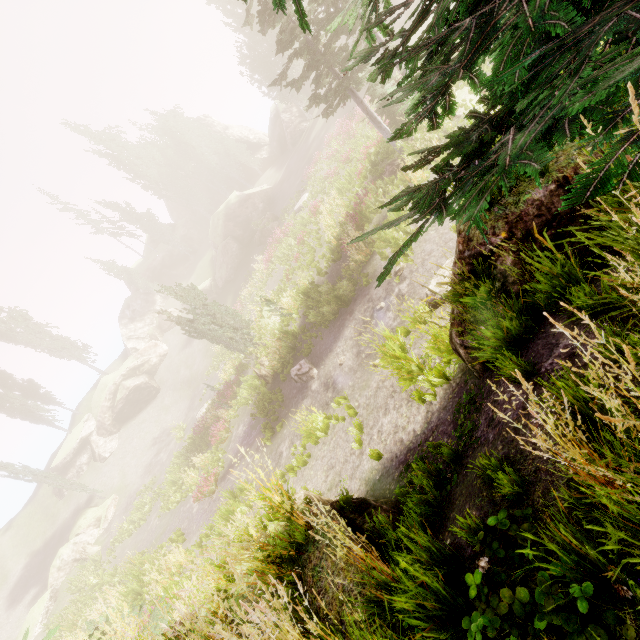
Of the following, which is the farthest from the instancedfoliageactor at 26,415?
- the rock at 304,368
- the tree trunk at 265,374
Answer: the tree trunk at 265,374

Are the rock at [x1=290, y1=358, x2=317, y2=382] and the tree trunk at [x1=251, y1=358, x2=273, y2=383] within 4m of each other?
yes

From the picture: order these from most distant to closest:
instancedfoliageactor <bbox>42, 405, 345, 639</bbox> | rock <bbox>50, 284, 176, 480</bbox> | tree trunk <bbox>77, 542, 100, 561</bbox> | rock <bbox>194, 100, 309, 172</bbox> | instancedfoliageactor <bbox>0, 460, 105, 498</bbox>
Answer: rock <bbox>194, 100, 309, 172</bbox>, rock <bbox>50, 284, 176, 480</bbox>, instancedfoliageactor <bbox>0, 460, 105, 498</bbox>, tree trunk <bbox>77, 542, 100, 561</bbox>, instancedfoliageactor <bbox>42, 405, 345, 639</bbox>

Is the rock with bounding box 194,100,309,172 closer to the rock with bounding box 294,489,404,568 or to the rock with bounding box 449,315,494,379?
the rock with bounding box 294,489,404,568

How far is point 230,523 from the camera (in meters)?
11.95

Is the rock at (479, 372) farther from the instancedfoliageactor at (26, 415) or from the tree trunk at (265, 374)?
the tree trunk at (265, 374)

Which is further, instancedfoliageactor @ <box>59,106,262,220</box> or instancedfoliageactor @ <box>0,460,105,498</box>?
instancedfoliageactor @ <box>59,106,262,220</box>

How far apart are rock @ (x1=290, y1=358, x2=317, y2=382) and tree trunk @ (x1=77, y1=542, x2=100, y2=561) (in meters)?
23.92
